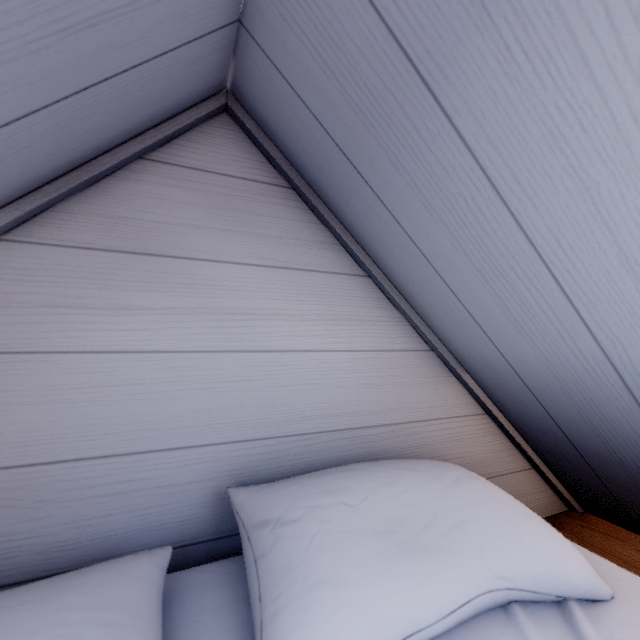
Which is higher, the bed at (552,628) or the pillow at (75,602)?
the pillow at (75,602)

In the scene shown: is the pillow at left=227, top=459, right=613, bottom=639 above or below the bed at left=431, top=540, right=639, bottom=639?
above

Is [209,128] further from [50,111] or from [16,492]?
[16,492]

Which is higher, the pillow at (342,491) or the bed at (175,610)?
the pillow at (342,491)

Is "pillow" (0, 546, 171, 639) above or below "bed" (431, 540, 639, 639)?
above
